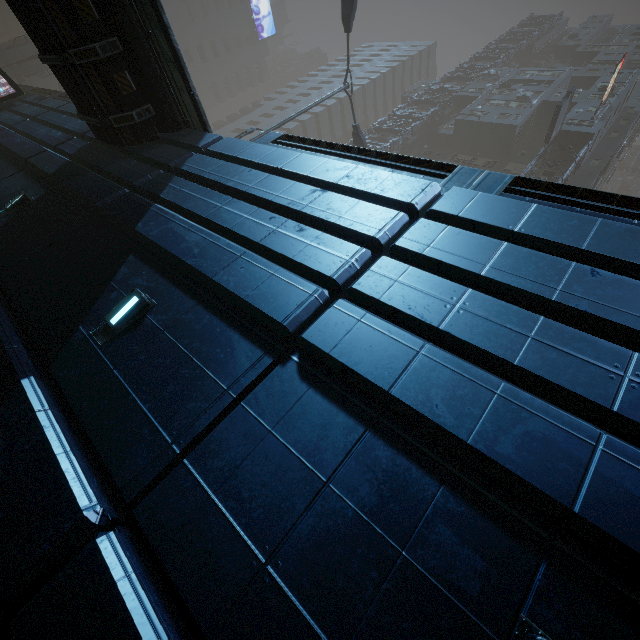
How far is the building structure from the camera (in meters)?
34.15

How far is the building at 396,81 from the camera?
54.4 meters

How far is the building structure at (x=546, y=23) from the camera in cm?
3415

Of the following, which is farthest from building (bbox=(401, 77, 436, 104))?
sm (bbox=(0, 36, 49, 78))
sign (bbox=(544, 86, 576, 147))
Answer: sm (bbox=(0, 36, 49, 78))

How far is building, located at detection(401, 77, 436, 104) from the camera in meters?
42.9 m

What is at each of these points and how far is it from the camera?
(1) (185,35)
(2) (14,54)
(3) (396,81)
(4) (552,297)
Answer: (1) building, 58.1m
(2) sm, 35.2m
(3) building, 59.1m
(4) building, 3.4m

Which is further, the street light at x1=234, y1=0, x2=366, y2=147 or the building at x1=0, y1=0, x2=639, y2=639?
the street light at x1=234, y1=0, x2=366, y2=147

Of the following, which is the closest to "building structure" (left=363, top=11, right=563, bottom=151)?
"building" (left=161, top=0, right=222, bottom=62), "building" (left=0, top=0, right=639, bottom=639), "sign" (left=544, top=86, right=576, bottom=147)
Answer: "building" (left=0, top=0, right=639, bottom=639)
